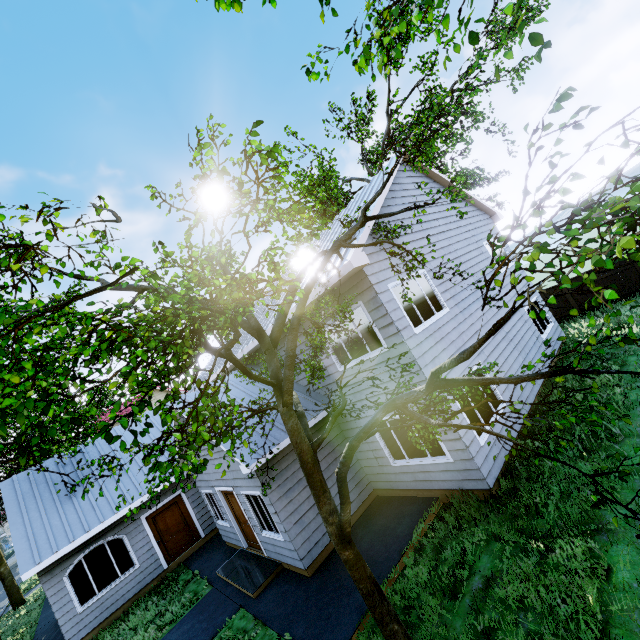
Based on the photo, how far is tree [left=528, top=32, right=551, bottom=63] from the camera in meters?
2.9 m

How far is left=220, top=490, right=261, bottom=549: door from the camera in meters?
10.1

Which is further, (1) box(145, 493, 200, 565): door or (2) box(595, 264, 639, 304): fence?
(2) box(595, 264, 639, 304): fence

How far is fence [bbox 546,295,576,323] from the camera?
15.8m

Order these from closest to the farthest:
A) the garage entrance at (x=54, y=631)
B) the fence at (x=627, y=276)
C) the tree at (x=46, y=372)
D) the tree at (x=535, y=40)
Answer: the tree at (x=46, y=372) < the tree at (x=535, y=40) < the garage entrance at (x=54, y=631) < the fence at (x=627, y=276)

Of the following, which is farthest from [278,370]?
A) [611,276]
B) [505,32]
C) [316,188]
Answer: [316,188]

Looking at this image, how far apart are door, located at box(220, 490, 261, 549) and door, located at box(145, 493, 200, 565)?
4.41m

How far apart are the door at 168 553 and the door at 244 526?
4.4m
